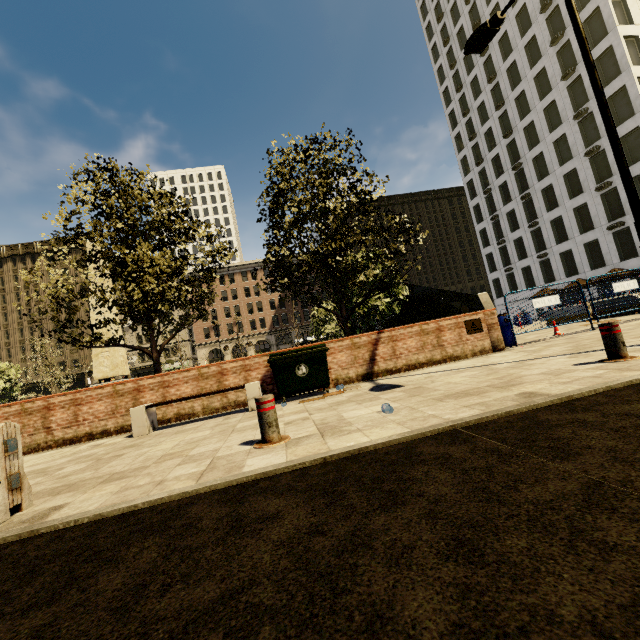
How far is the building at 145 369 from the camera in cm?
5241

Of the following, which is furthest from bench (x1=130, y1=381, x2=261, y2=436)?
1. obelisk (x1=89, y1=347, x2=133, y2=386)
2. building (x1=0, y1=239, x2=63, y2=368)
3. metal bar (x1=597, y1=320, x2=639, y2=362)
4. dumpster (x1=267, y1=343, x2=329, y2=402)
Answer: building (x1=0, y1=239, x2=63, y2=368)

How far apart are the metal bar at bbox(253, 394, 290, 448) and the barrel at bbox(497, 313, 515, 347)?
8.66m

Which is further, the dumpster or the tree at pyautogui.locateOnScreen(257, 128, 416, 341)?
the tree at pyautogui.locateOnScreen(257, 128, 416, 341)

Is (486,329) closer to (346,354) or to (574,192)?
(346,354)

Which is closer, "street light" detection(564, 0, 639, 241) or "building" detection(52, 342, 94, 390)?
"street light" detection(564, 0, 639, 241)

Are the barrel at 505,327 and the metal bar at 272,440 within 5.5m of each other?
no

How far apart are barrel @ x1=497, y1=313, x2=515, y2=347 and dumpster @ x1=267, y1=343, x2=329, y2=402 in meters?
5.6
